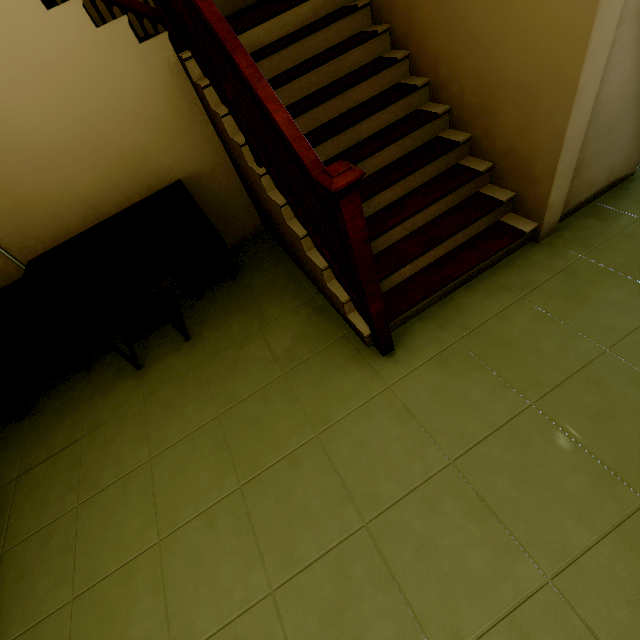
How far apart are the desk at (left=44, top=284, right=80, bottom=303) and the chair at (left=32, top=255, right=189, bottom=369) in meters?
0.2

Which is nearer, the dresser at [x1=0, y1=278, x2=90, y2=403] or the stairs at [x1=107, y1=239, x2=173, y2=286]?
the dresser at [x1=0, y1=278, x2=90, y2=403]

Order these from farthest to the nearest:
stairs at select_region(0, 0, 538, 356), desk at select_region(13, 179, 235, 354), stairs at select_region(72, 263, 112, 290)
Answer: stairs at select_region(72, 263, 112, 290) < desk at select_region(13, 179, 235, 354) < stairs at select_region(0, 0, 538, 356)

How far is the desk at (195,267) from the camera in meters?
2.3 m

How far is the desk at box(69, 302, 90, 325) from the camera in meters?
2.7

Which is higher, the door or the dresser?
the dresser

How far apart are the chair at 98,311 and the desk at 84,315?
0.2 meters

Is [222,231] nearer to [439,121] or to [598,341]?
[439,121]
